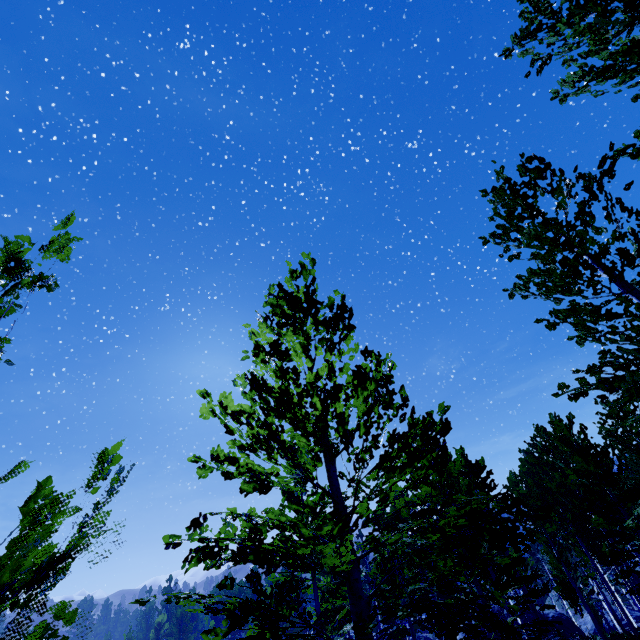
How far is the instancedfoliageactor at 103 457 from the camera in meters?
1.1

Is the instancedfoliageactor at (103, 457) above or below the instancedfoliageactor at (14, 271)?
below

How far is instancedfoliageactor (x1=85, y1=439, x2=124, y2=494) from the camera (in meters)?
1.14

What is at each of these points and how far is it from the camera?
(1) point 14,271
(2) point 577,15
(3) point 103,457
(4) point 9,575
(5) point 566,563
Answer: (1) instancedfoliageactor, 1.8 meters
(2) instancedfoliageactor, 4.2 meters
(3) instancedfoliageactor, 1.2 meters
(4) instancedfoliageactor, 0.9 meters
(5) instancedfoliageactor, 21.8 meters

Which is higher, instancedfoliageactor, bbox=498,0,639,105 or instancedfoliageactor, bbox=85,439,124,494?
instancedfoliageactor, bbox=498,0,639,105

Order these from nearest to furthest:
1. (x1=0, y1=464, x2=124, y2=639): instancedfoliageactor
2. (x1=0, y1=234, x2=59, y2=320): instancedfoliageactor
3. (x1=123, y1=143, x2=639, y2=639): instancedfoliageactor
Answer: (x1=0, y1=464, x2=124, y2=639): instancedfoliageactor
(x1=0, y1=234, x2=59, y2=320): instancedfoliageactor
(x1=123, y1=143, x2=639, y2=639): instancedfoliageactor

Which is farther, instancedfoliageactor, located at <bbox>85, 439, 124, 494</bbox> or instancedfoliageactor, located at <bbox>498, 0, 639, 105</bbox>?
instancedfoliageactor, located at <bbox>498, 0, 639, 105</bbox>
